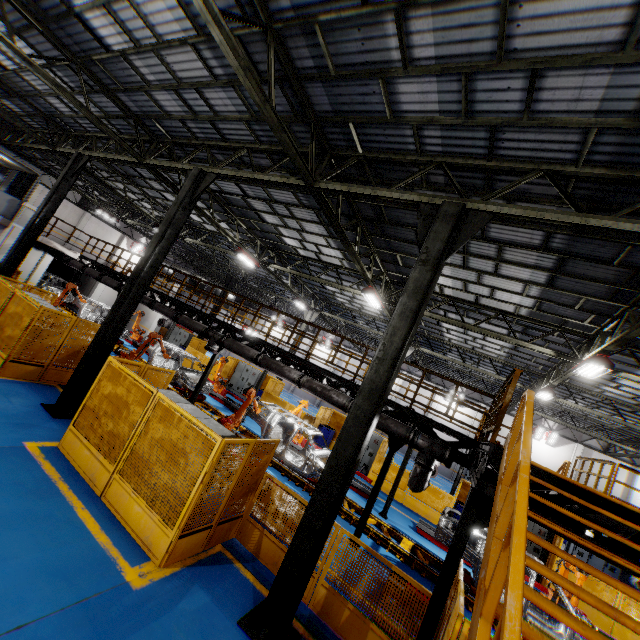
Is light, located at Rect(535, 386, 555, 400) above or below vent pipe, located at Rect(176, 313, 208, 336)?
above

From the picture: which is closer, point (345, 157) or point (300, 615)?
point (300, 615)

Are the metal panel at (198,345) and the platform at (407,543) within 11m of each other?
yes

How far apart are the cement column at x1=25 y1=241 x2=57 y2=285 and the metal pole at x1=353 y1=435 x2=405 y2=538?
25.0m

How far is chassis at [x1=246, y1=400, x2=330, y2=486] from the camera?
11.6 meters

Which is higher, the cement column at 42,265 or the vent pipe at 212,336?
the vent pipe at 212,336

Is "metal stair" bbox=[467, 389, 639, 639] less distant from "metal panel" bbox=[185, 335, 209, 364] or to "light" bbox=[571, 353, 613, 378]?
"metal panel" bbox=[185, 335, 209, 364]

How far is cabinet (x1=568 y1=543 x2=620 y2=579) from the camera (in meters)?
17.52
